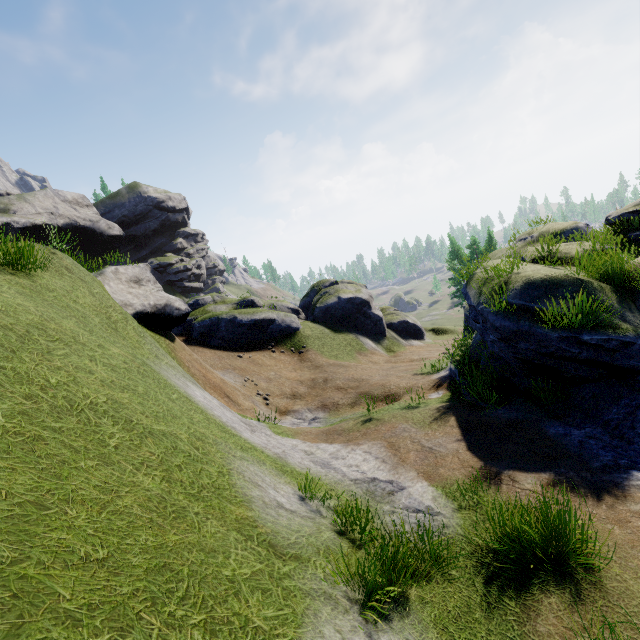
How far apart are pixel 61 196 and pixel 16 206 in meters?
7.4 m

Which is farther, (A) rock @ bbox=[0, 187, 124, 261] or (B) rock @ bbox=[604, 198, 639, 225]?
(A) rock @ bbox=[0, 187, 124, 261]

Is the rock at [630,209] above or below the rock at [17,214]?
below

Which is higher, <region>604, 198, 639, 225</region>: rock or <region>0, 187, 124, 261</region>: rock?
<region>0, 187, 124, 261</region>: rock

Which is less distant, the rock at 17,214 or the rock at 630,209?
the rock at 630,209
